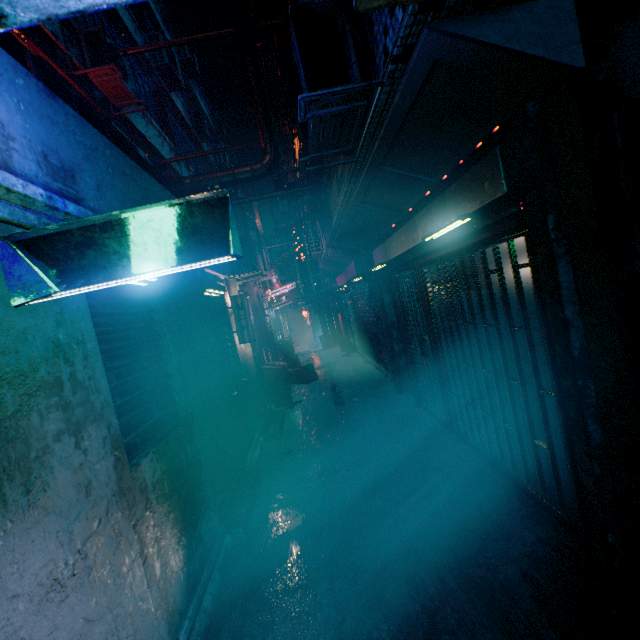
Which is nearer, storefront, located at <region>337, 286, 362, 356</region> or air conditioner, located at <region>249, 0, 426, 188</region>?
air conditioner, located at <region>249, 0, 426, 188</region>

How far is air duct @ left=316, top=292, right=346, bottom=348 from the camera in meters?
15.1 m

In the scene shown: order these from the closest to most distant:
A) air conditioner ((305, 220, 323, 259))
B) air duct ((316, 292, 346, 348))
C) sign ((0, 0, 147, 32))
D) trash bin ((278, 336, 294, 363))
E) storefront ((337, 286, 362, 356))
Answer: sign ((0, 0, 147, 32)) → air conditioner ((305, 220, 323, 259)) → storefront ((337, 286, 362, 356)) → trash bin ((278, 336, 294, 363)) → air duct ((316, 292, 346, 348))

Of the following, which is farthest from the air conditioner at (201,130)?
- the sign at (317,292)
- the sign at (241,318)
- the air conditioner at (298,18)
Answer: the air conditioner at (298,18)

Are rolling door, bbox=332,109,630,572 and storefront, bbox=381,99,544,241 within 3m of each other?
yes

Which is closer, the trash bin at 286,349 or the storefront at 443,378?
the storefront at 443,378

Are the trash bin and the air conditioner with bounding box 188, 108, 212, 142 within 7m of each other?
no

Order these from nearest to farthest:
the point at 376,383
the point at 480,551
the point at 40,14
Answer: the point at 40,14
the point at 480,551
the point at 376,383
